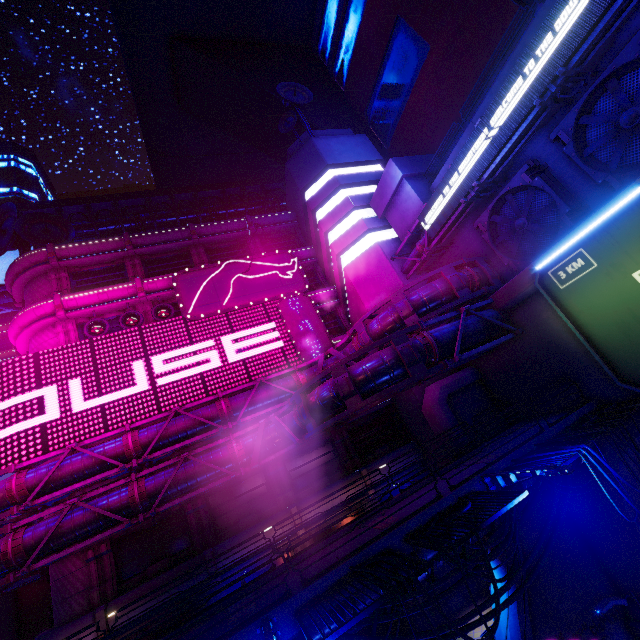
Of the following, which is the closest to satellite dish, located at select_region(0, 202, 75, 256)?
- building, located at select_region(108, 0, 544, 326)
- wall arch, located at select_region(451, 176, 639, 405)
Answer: building, located at select_region(108, 0, 544, 326)

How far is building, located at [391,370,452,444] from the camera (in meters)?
21.28

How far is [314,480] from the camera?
21.3 meters

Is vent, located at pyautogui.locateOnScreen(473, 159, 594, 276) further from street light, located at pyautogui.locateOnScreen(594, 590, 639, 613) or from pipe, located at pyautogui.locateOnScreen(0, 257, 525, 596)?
street light, located at pyautogui.locateOnScreen(594, 590, 639, 613)

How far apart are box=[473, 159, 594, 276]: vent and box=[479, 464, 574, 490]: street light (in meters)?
10.94

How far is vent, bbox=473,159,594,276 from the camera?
14.4m

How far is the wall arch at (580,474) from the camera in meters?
14.3 m

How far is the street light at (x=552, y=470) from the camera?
7.89m
